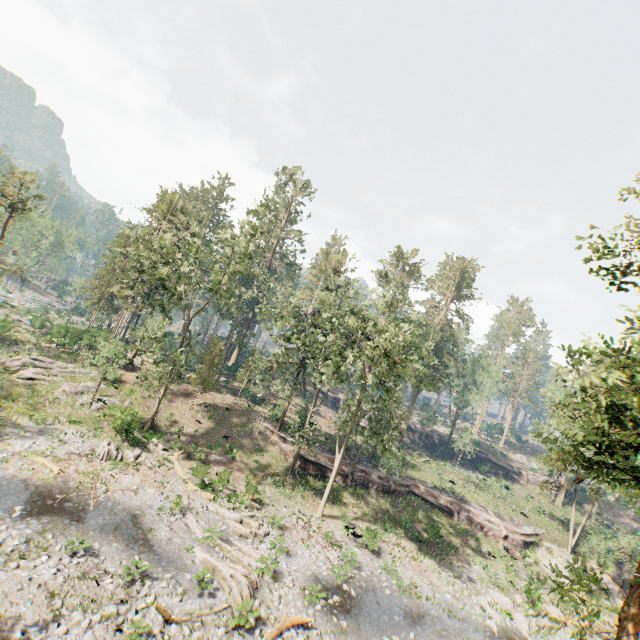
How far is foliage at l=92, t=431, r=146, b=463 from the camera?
22.75m

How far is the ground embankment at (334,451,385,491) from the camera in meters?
32.7

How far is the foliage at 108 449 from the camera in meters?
22.8

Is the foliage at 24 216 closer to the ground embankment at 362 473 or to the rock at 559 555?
the ground embankment at 362 473

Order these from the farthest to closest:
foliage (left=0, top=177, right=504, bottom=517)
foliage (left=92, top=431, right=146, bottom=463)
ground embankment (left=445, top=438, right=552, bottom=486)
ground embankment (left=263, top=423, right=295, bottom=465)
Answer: ground embankment (left=445, top=438, right=552, bottom=486), ground embankment (left=263, top=423, right=295, bottom=465), foliage (left=0, top=177, right=504, bottom=517), foliage (left=92, top=431, right=146, bottom=463)

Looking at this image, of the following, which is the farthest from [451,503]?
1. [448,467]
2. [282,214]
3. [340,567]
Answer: [282,214]

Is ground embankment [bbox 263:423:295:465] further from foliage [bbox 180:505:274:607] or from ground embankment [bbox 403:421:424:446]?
ground embankment [bbox 403:421:424:446]

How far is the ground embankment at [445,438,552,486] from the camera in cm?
5381
